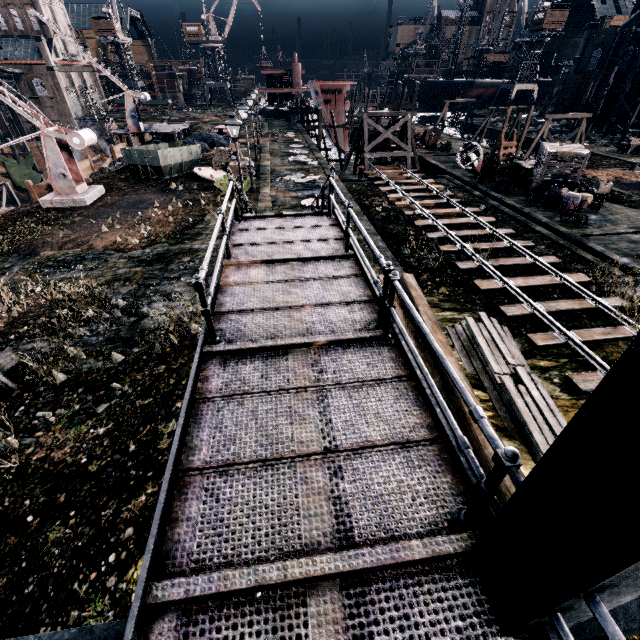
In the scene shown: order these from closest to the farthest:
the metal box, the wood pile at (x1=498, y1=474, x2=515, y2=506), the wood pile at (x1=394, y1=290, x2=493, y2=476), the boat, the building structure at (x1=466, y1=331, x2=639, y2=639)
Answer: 1. the building structure at (x1=466, y1=331, x2=639, y2=639)
2. the wood pile at (x1=498, y1=474, x2=515, y2=506)
3. the wood pile at (x1=394, y1=290, x2=493, y2=476)
4. the metal box
5. the boat

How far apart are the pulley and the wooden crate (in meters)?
23.04

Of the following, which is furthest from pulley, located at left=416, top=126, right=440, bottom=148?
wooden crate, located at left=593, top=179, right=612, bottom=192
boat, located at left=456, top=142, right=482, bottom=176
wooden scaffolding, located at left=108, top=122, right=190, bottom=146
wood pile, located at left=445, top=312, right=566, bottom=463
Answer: wood pile, located at left=445, top=312, right=566, bottom=463

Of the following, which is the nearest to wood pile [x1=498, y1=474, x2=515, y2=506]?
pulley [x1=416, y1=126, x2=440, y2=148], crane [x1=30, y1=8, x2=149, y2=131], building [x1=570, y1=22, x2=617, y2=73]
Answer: pulley [x1=416, y1=126, x2=440, y2=148]

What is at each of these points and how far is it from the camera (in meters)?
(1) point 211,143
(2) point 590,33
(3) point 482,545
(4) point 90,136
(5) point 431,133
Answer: (1) coal pile, 39.59
(2) building, 55.81
(3) building structure, 2.68
(4) crane, 21.09
(5) pulley, 40.88

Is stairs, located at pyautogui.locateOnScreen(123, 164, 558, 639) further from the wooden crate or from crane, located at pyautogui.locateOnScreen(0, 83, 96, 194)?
the wooden crate

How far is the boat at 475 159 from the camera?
29.7m

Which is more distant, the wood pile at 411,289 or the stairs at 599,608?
the wood pile at 411,289
